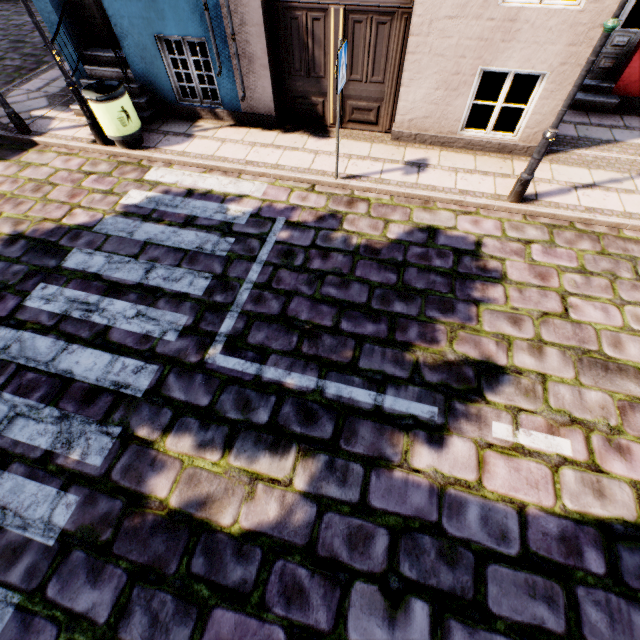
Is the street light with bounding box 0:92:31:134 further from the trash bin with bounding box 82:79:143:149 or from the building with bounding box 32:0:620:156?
the trash bin with bounding box 82:79:143:149

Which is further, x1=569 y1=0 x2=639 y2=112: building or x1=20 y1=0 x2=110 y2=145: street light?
x1=569 y1=0 x2=639 y2=112: building

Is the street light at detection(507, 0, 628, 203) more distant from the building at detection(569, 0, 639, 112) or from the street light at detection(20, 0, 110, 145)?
the street light at detection(20, 0, 110, 145)

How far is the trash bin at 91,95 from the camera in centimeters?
577cm

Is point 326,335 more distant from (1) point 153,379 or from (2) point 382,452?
(1) point 153,379

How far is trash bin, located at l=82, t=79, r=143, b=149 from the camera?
5.8 meters

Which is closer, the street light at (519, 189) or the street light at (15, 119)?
the street light at (519, 189)

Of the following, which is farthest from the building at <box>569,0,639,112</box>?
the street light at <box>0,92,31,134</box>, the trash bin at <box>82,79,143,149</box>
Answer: the street light at <box>0,92,31,134</box>
